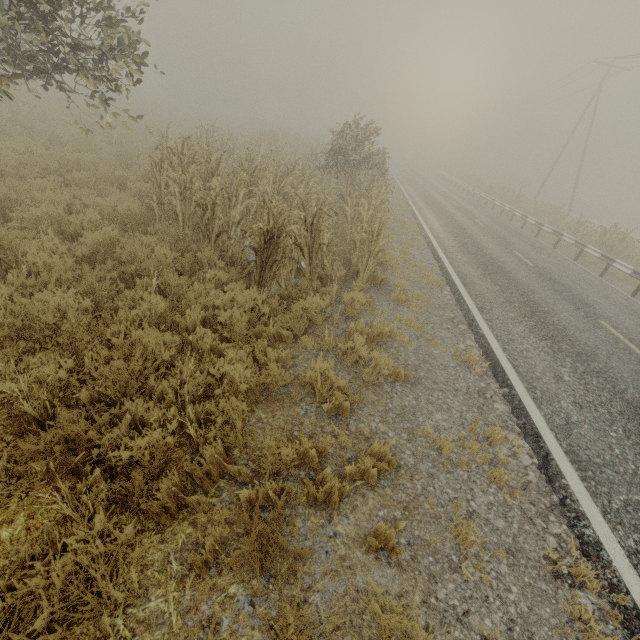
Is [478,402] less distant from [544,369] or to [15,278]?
[544,369]

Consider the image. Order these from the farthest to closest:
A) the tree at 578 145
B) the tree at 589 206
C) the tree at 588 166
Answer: the tree at 578 145 → the tree at 588 166 → the tree at 589 206

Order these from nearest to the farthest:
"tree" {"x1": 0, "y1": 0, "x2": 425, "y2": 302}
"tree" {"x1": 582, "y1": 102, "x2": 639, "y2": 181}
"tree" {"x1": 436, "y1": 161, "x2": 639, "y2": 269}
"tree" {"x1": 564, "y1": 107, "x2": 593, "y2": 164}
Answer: "tree" {"x1": 0, "y1": 0, "x2": 425, "y2": 302} → "tree" {"x1": 436, "y1": 161, "x2": 639, "y2": 269} → "tree" {"x1": 582, "y1": 102, "x2": 639, "y2": 181} → "tree" {"x1": 564, "y1": 107, "x2": 593, "y2": 164}

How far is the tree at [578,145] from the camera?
57.2 meters

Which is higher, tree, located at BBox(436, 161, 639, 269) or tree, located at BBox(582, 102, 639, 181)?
tree, located at BBox(582, 102, 639, 181)

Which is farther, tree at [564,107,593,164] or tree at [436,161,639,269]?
tree at [564,107,593,164]

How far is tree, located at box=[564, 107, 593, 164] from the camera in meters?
57.2 m
